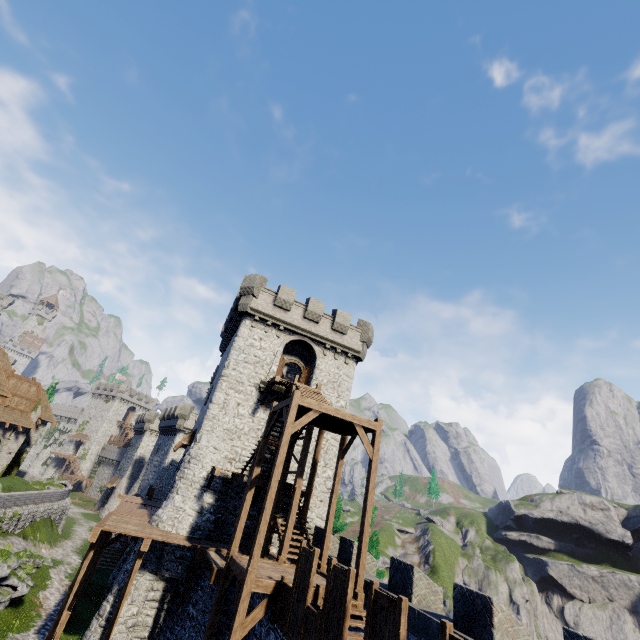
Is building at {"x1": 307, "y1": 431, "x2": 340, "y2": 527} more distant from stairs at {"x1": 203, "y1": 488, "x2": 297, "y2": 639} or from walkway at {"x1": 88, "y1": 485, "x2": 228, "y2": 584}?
stairs at {"x1": 203, "y1": 488, "x2": 297, "y2": 639}

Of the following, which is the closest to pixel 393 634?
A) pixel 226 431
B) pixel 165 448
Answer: pixel 226 431

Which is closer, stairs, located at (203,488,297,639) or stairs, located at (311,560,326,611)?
stairs, located at (203,488,297,639)

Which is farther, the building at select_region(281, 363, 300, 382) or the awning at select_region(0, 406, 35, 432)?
the building at select_region(281, 363, 300, 382)

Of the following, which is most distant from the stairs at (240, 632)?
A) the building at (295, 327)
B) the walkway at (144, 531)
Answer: the building at (295, 327)

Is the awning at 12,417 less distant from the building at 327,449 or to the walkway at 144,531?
the walkway at 144,531

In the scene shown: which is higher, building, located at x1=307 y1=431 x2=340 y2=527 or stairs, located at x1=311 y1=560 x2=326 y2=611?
building, located at x1=307 y1=431 x2=340 y2=527

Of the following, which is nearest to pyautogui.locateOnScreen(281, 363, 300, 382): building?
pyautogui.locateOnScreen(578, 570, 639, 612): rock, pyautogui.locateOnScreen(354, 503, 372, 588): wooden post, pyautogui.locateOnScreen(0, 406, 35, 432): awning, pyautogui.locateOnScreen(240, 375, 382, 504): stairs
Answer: pyautogui.locateOnScreen(240, 375, 382, 504): stairs
